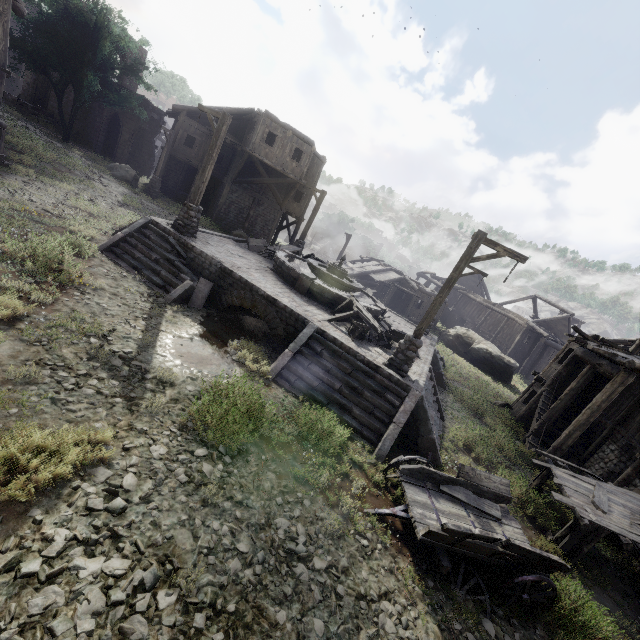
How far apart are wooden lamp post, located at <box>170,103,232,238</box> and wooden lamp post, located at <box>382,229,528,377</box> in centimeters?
912cm

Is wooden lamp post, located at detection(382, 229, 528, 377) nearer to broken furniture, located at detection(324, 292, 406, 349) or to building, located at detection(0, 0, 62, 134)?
broken furniture, located at detection(324, 292, 406, 349)

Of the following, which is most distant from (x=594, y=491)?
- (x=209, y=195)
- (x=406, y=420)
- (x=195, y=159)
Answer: (x=209, y=195)

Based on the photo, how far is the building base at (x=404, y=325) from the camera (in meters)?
17.32

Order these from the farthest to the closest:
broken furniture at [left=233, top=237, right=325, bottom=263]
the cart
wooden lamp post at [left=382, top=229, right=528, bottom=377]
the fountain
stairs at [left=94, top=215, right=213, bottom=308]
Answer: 1. broken furniture at [left=233, top=237, right=325, bottom=263]
2. the fountain
3. stairs at [left=94, top=215, right=213, bottom=308]
4. wooden lamp post at [left=382, top=229, right=528, bottom=377]
5. the cart

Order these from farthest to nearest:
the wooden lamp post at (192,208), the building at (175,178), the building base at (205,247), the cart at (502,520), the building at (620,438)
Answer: the building at (175,178) < the wooden lamp post at (192,208) < the building base at (205,247) < the building at (620,438) < the cart at (502,520)

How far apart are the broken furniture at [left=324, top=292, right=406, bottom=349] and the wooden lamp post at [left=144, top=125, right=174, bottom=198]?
19.3 meters

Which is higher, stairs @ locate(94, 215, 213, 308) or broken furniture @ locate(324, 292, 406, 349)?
broken furniture @ locate(324, 292, 406, 349)
